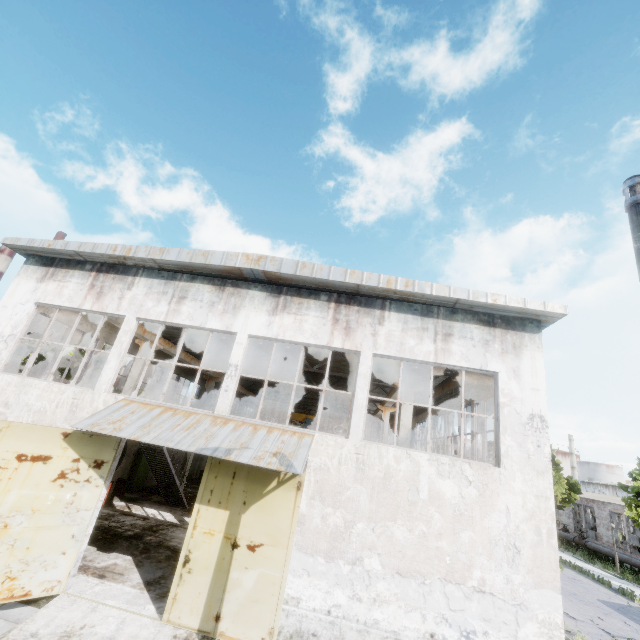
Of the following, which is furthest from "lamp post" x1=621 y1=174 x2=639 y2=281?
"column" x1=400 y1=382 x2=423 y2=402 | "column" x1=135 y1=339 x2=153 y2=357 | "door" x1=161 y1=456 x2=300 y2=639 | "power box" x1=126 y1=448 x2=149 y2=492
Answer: "power box" x1=126 y1=448 x2=149 y2=492

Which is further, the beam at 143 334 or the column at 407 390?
the beam at 143 334

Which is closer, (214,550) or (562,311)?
(214,550)

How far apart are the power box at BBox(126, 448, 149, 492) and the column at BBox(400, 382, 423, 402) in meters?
15.7

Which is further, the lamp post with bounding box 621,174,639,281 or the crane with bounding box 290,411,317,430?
the crane with bounding box 290,411,317,430

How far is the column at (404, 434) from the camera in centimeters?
1293cm

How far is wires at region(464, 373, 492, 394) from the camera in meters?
12.5

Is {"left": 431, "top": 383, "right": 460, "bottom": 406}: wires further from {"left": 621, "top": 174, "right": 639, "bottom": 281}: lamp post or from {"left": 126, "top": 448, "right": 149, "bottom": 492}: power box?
{"left": 126, "top": 448, "right": 149, "bottom": 492}: power box
